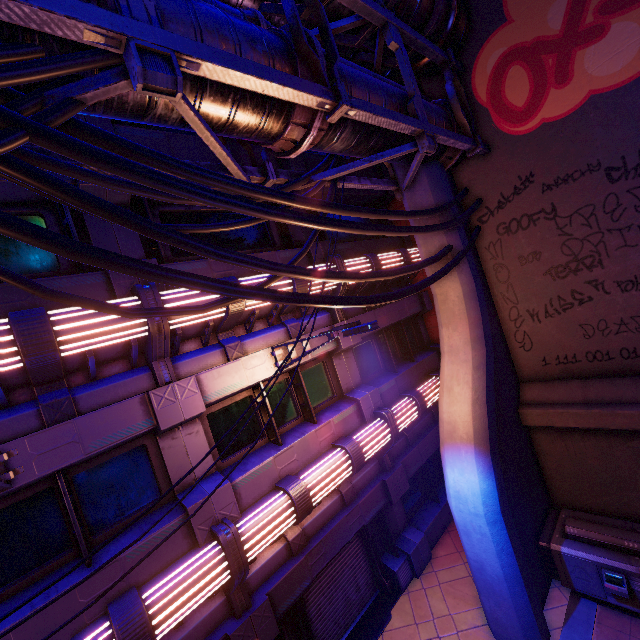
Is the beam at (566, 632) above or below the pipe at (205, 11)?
below

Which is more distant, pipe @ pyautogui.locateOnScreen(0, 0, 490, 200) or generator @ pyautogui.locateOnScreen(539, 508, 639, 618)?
generator @ pyautogui.locateOnScreen(539, 508, 639, 618)

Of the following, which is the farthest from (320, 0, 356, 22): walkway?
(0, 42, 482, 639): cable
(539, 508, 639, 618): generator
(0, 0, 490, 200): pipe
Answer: (539, 508, 639, 618): generator

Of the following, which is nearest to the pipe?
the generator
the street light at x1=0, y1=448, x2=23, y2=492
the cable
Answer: the cable

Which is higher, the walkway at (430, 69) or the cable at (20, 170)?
the walkway at (430, 69)

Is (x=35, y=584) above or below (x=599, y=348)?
above

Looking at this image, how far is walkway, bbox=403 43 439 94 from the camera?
7.4m
